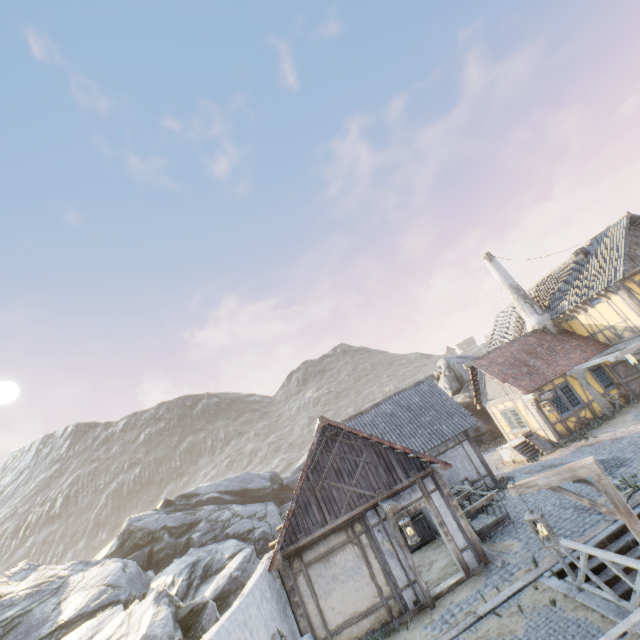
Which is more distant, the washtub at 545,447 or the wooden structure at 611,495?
the washtub at 545,447

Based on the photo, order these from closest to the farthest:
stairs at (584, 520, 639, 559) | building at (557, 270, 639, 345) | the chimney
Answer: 1. stairs at (584, 520, 639, 559)
2. building at (557, 270, 639, 345)
3. the chimney

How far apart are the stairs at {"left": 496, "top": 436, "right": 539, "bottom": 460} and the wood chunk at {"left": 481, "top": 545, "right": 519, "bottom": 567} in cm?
726

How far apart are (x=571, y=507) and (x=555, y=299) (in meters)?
15.20

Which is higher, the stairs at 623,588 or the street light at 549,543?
the street light at 549,543

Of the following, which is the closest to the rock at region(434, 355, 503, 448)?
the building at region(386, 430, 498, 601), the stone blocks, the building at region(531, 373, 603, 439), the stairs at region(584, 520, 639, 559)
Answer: the stone blocks

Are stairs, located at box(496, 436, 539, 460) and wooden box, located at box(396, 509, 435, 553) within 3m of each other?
no

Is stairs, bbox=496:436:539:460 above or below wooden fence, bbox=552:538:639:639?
below
